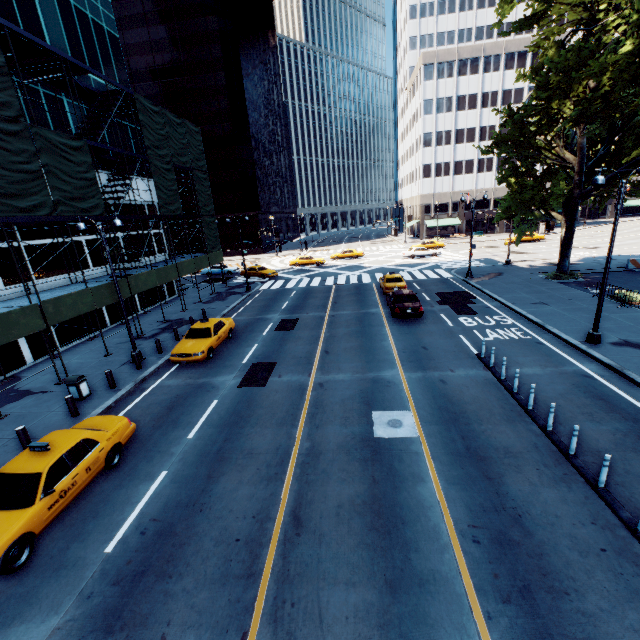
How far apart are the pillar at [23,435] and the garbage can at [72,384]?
2.8 meters

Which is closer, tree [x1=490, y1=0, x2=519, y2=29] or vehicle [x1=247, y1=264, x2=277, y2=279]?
tree [x1=490, y1=0, x2=519, y2=29]

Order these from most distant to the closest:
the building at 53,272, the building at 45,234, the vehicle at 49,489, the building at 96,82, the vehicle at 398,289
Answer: the building at 96,82 < the vehicle at 398,289 < the building at 53,272 < the building at 45,234 < the vehicle at 49,489

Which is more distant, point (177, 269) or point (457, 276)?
point (457, 276)

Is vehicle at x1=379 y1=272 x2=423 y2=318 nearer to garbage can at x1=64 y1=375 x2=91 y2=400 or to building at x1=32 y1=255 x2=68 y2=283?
garbage can at x1=64 y1=375 x2=91 y2=400

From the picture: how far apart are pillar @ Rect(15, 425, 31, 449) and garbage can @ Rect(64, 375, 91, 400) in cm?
283

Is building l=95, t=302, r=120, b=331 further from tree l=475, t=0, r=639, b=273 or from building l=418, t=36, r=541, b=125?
building l=418, t=36, r=541, b=125

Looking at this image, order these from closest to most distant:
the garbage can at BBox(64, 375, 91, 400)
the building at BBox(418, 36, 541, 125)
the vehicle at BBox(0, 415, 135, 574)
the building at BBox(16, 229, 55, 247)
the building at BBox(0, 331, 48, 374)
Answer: the vehicle at BBox(0, 415, 135, 574) < the garbage can at BBox(64, 375, 91, 400) < the building at BBox(0, 331, 48, 374) < the building at BBox(16, 229, 55, 247) < the building at BBox(418, 36, 541, 125)
